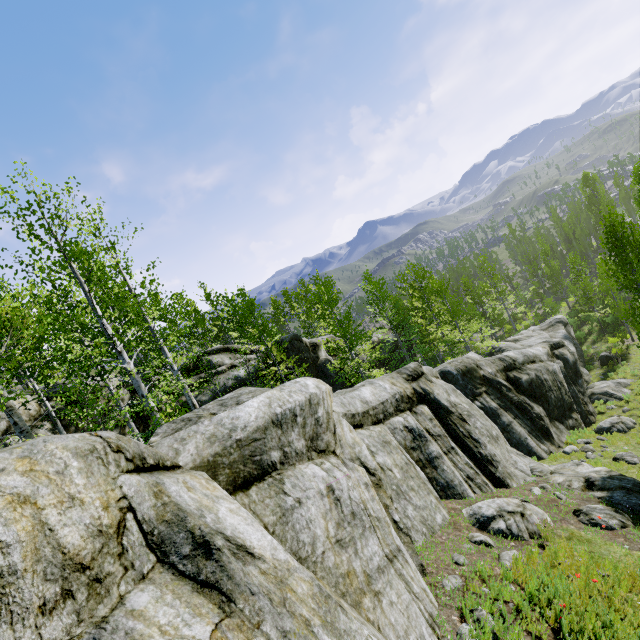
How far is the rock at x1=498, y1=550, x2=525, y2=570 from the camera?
5.9m

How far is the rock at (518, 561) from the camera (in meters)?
5.89

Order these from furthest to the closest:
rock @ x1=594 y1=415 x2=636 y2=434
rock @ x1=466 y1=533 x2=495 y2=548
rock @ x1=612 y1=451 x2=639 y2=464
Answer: rock @ x1=594 y1=415 x2=636 y2=434, rock @ x1=612 y1=451 x2=639 y2=464, rock @ x1=466 y1=533 x2=495 y2=548

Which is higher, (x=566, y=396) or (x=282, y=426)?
(x=282, y=426)

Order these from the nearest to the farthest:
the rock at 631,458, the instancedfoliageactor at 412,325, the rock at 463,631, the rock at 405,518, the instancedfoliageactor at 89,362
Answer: the rock at 405,518 → the rock at 463,631 → the instancedfoliageactor at 89,362 → the rock at 631,458 → the instancedfoliageactor at 412,325
